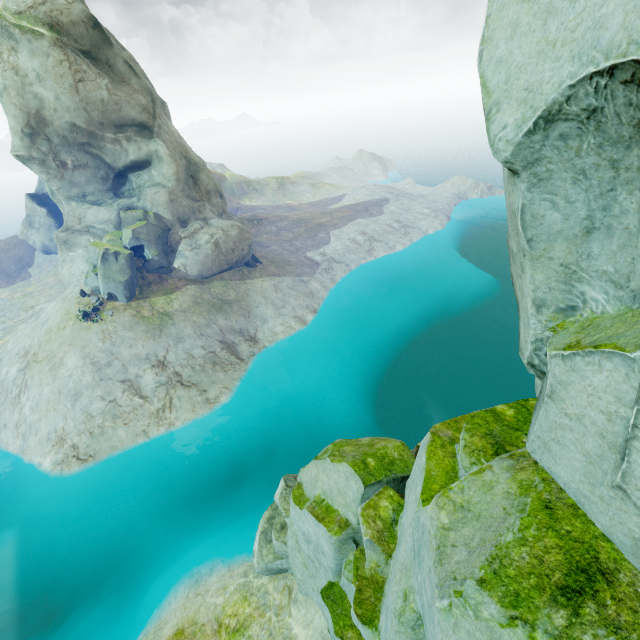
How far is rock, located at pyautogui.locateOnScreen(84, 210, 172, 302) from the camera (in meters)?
25.75

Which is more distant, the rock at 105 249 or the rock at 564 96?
the rock at 105 249

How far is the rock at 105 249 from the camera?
25.75m

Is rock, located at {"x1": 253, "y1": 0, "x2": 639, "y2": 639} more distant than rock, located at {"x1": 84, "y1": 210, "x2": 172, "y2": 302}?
No

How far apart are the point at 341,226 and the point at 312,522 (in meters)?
40.98
